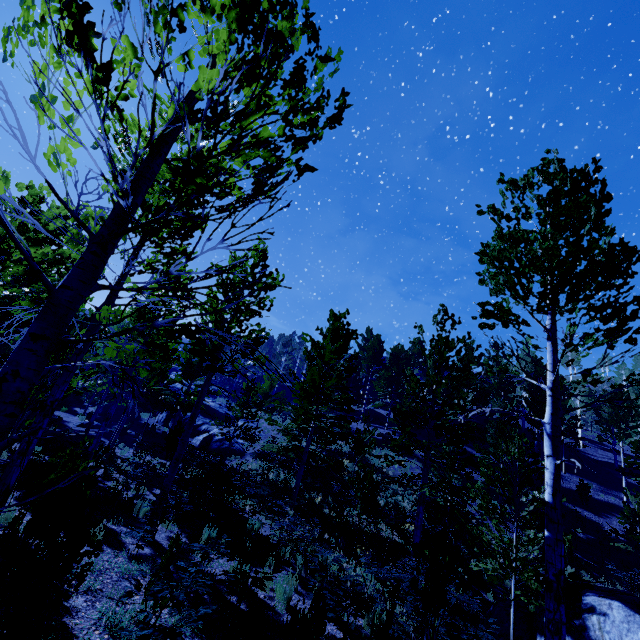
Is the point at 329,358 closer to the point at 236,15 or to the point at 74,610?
the point at 74,610

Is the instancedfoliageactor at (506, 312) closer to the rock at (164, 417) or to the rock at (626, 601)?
the rock at (164, 417)

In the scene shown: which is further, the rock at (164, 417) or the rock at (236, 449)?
the rock at (164, 417)

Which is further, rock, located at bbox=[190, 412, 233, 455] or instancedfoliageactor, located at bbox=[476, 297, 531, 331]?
rock, located at bbox=[190, 412, 233, 455]

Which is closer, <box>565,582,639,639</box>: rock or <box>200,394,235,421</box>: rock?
<box>565,582,639,639</box>: rock

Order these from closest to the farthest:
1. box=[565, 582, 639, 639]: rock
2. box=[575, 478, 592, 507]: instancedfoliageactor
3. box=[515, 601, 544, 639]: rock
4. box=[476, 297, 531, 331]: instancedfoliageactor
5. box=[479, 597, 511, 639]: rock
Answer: box=[476, 297, 531, 331]: instancedfoliageactor < box=[565, 582, 639, 639]: rock < box=[515, 601, 544, 639]: rock < box=[479, 597, 511, 639]: rock < box=[575, 478, 592, 507]: instancedfoliageactor

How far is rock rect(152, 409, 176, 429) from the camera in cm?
3044
